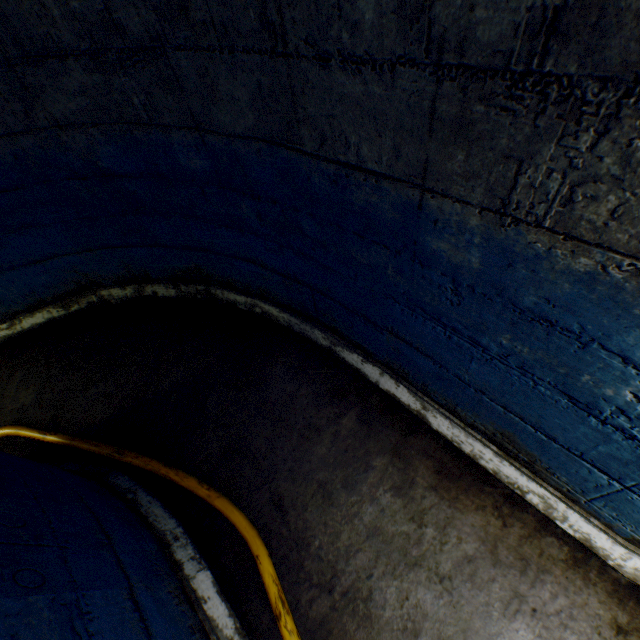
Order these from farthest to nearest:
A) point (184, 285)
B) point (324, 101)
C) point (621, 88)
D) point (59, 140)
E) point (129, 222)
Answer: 1. point (184, 285)
2. point (129, 222)
3. point (59, 140)
4. point (324, 101)
5. point (621, 88)

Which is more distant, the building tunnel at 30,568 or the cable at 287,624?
the cable at 287,624

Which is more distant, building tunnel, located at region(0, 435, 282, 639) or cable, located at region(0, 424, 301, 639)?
cable, located at region(0, 424, 301, 639)
